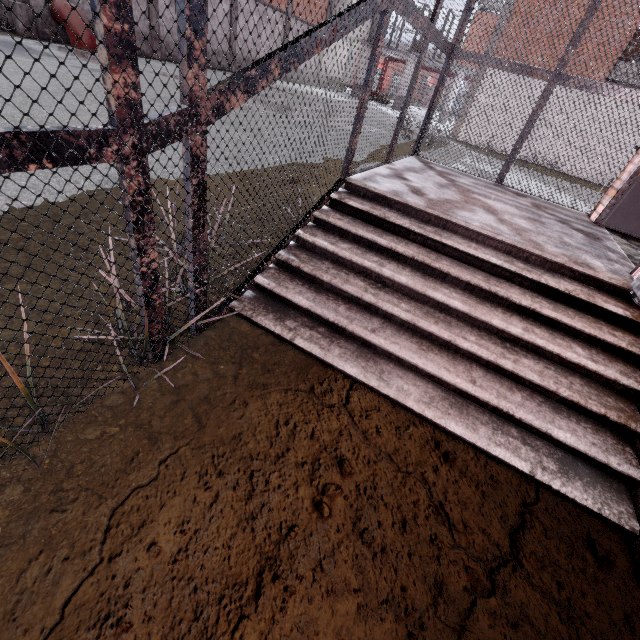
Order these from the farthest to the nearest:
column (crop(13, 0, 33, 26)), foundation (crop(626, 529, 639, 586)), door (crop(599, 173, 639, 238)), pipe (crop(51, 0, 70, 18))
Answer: pipe (crop(51, 0, 70, 18)) < column (crop(13, 0, 33, 26)) < door (crop(599, 173, 639, 238)) < foundation (crop(626, 529, 639, 586))

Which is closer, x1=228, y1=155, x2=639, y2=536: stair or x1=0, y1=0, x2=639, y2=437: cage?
x1=0, y1=0, x2=639, y2=437: cage

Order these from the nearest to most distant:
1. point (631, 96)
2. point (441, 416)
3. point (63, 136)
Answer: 1. point (63, 136)
2. point (441, 416)
3. point (631, 96)

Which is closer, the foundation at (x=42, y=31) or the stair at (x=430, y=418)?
the stair at (x=430, y=418)

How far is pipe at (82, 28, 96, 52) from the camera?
13.11m

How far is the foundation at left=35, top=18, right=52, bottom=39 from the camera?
12.84m

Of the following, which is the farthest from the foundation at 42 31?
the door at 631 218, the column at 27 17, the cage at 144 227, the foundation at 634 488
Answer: the foundation at 634 488

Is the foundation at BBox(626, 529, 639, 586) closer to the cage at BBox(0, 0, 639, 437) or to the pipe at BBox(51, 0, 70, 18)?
the cage at BBox(0, 0, 639, 437)
